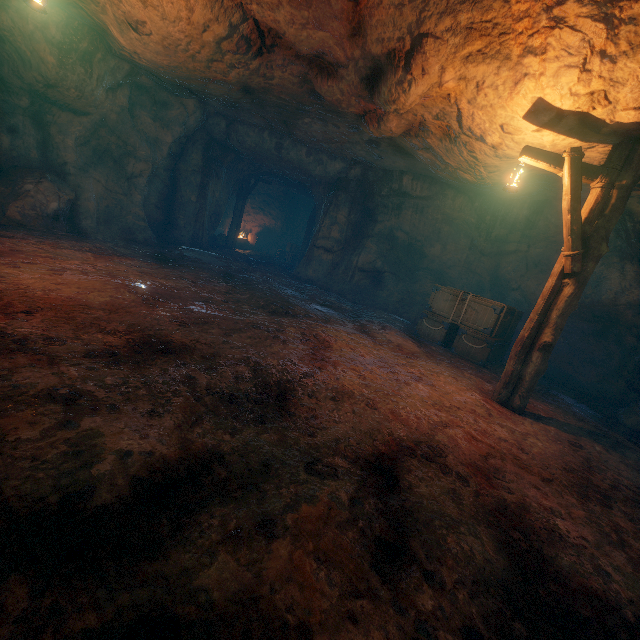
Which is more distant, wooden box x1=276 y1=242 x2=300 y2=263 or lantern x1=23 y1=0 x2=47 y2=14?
wooden box x1=276 y1=242 x2=300 y2=263

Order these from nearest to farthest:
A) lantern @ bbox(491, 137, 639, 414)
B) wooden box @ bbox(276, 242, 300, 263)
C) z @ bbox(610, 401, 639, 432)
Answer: lantern @ bbox(491, 137, 639, 414)
z @ bbox(610, 401, 639, 432)
wooden box @ bbox(276, 242, 300, 263)

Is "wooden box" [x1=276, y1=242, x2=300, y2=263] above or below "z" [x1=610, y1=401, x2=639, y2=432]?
above

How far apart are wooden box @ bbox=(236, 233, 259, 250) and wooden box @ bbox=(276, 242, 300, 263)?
1.6m

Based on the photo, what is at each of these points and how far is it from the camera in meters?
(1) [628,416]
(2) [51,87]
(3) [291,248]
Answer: (1) z, 7.2
(2) burlap sack, 7.9
(3) wooden box, 21.5

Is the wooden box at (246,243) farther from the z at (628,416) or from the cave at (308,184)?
the z at (628,416)

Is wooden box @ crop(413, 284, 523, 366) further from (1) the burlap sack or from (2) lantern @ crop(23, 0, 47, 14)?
(2) lantern @ crop(23, 0, 47, 14)

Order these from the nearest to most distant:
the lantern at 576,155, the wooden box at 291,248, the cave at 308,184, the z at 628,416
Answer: the lantern at 576,155 < the z at 628,416 < the cave at 308,184 < the wooden box at 291,248
